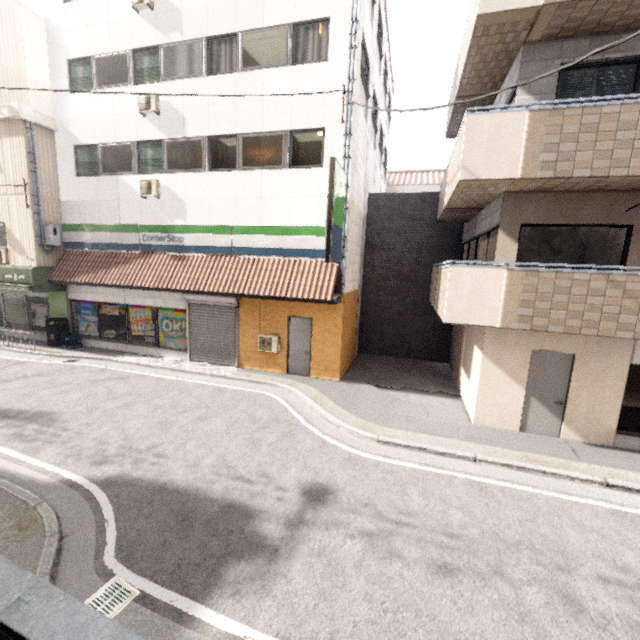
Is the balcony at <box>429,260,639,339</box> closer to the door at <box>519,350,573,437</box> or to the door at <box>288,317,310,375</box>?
the door at <box>519,350,573,437</box>

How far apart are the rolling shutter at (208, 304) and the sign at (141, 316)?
1.52m

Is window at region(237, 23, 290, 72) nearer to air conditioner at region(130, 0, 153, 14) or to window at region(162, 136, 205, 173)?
window at region(162, 136, 205, 173)

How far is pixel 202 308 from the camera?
12.0m

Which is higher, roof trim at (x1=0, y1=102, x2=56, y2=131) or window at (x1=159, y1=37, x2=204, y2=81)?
window at (x1=159, y1=37, x2=204, y2=81)

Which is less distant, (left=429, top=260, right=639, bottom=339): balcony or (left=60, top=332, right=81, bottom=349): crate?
(left=429, top=260, right=639, bottom=339): balcony

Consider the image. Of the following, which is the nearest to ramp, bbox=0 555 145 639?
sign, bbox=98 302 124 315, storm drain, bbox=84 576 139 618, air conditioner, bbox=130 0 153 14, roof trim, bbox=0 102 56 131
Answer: storm drain, bbox=84 576 139 618

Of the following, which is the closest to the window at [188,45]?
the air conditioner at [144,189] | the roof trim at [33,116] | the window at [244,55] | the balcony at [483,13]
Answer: the window at [244,55]
